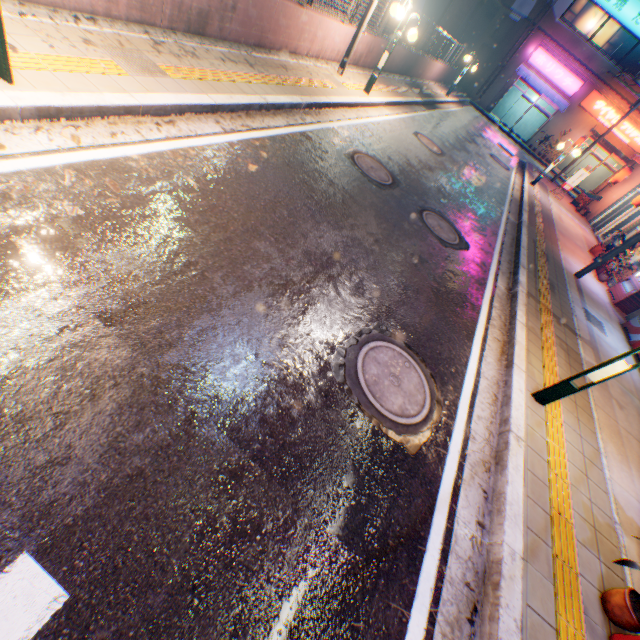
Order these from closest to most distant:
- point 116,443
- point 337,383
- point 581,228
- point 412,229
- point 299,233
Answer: point 116,443 < point 337,383 < point 299,233 < point 412,229 < point 581,228

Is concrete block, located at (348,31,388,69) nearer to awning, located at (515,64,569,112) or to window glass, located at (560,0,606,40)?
awning, located at (515,64,569,112)

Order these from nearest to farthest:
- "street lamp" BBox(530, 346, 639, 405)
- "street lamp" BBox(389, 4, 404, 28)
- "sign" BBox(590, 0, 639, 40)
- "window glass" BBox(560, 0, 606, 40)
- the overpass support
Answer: "street lamp" BBox(530, 346, 639, 405) → "street lamp" BBox(389, 4, 404, 28) → "sign" BBox(590, 0, 639, 40) → the overpass support → "window glass" BBox(560, 0, 606, 40)

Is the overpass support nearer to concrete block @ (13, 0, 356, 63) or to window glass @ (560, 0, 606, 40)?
concrete block @ (13, 0, 356, 63)

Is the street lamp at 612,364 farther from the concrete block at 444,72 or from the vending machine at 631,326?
the concrete block at 444,72

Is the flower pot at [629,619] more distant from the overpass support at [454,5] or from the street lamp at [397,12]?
the street lamp at [397,12]

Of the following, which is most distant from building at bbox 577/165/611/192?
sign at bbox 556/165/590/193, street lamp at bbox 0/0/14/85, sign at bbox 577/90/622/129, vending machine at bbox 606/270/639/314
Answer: street lamp at bbox 0/0/14/85

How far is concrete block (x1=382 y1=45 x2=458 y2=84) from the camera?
14.2 meters
